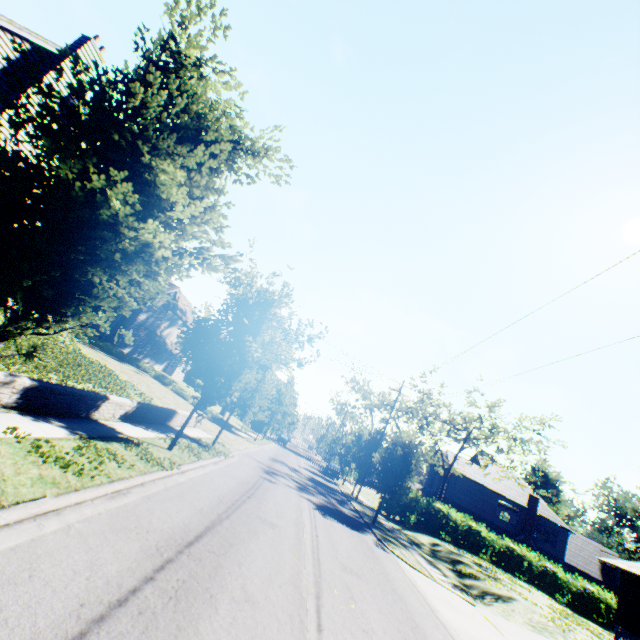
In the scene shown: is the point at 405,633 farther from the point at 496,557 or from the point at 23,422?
the point at 496,557

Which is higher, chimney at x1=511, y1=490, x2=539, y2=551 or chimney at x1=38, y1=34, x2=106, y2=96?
chimney at x1=38, y1=34, x2=106, y2=96

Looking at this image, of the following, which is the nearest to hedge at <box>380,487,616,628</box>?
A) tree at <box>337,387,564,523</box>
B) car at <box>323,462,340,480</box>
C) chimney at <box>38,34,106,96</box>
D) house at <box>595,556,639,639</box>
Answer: tree at <box>337,387,564,523</box>

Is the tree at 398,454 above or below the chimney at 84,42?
below

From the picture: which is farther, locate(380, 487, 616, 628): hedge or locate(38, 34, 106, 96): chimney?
locate(380, 487, 616, 628): hedge

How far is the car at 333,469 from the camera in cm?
3956

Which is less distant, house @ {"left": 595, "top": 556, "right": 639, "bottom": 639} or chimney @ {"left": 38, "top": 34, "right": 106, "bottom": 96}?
chimney @ {"left": 38, "top": 34, "right": 106, "bottom": 96}

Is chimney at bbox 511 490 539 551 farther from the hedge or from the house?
the house
